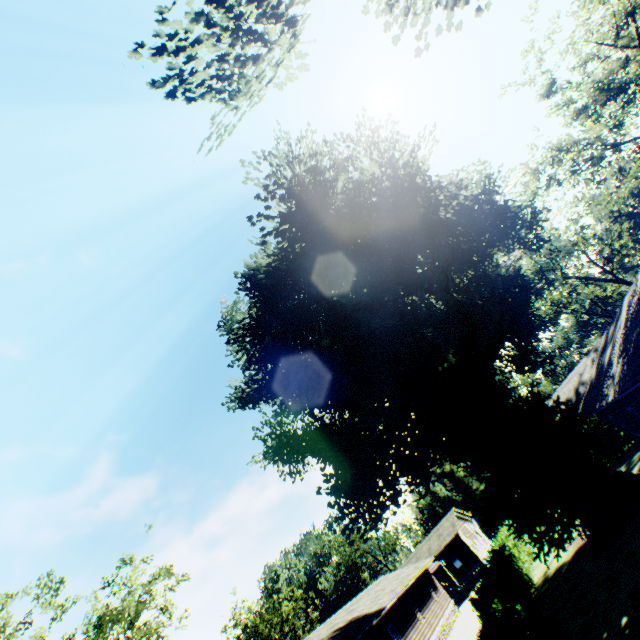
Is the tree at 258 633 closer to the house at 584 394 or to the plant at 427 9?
the plant at 427 9

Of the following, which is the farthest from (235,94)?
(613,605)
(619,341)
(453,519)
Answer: (453,519)

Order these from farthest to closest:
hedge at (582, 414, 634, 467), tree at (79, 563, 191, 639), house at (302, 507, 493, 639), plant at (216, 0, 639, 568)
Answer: hedge at (582, 414, 634, 467) → house at (302, 507, 493, 639) → tree at (79, 563, 191, 639) → plant at (216, 0, 639, 568)

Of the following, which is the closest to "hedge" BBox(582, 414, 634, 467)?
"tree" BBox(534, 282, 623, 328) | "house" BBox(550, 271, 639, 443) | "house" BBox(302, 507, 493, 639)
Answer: "house" BBox(550, 271, 639, 443)

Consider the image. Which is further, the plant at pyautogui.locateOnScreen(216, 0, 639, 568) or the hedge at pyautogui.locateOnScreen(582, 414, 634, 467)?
the hedge at pyautogui.locateOnScreen(582, 414, 634, 467)

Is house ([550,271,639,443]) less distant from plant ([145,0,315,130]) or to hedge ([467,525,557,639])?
plant ([145,0,315,130])

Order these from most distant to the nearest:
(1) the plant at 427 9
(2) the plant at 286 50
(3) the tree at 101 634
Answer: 1. (3) the tree at 101 634
2. (1) the plant at 427 9
3. (2) the plant at 286 50

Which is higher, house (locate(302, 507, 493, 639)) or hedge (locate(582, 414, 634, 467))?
house (locate(302, 507, 493, 639))
